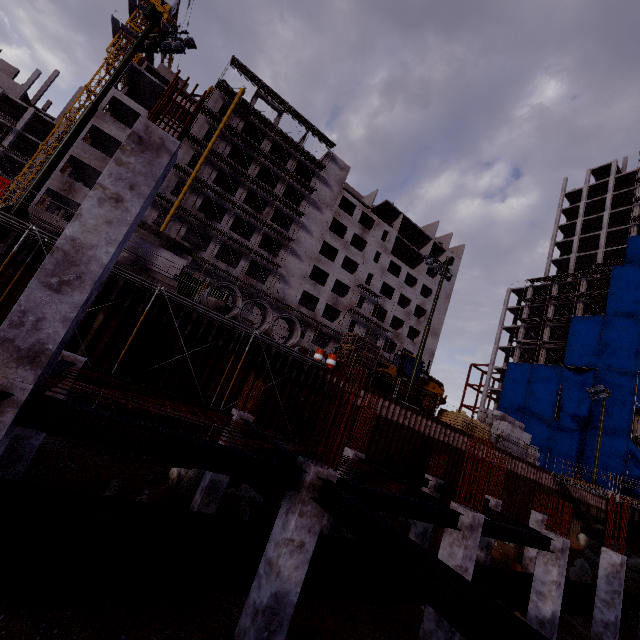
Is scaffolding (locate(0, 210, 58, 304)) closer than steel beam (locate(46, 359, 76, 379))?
No

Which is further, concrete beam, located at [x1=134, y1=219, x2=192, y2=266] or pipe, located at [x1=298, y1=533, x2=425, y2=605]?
concrete beam, located at [x1=134, y1=219, x2=192, y2=266]

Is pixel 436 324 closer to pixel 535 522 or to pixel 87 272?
pixel 535 522

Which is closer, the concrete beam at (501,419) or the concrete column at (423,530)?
the concrete column at (423,530)

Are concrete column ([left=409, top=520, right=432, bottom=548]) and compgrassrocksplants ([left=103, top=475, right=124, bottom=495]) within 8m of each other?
no

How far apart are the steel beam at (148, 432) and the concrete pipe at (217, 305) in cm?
1008

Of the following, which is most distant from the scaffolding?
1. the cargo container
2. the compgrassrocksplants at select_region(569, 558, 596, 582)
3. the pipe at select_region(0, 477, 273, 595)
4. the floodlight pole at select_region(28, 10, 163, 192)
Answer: the compgrassrocksplants at select_region(569, 558, 596, 582)

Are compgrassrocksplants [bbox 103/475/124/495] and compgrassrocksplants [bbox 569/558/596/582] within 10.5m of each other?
no
